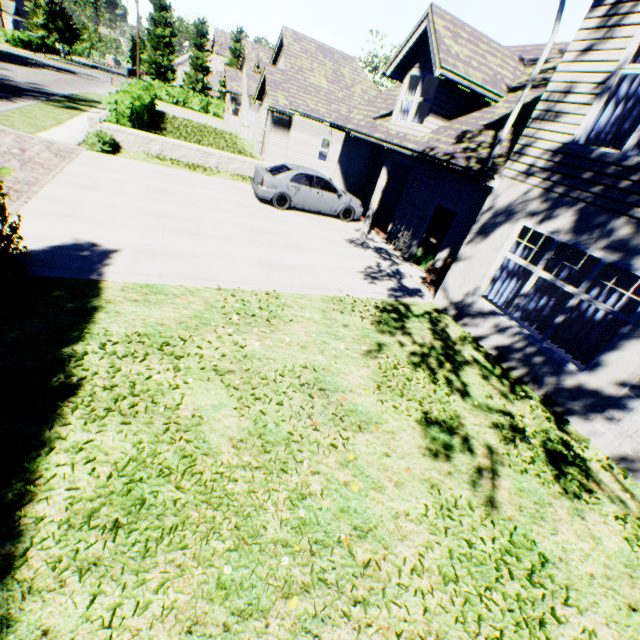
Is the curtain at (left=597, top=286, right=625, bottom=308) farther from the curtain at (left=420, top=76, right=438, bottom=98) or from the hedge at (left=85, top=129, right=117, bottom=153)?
the hedge at (left=85, top=129, right=117, bottom=153)

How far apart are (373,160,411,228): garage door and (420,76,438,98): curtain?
2.4m

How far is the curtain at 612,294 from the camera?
5.77m

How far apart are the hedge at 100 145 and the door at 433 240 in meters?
12.4

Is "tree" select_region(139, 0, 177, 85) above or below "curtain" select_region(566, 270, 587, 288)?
above

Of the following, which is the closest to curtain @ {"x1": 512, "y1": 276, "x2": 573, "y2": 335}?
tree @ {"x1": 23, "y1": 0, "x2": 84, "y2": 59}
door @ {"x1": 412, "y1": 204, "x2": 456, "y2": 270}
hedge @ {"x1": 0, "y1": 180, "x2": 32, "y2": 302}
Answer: door @ {"x1": 412, "y1": 204, "x2": 456, "y2": 270}

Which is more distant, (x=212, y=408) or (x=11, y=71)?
(x=11, y=71)

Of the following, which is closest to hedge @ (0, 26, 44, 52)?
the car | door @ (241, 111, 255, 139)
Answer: door @ (241, 111, 255, 139)
